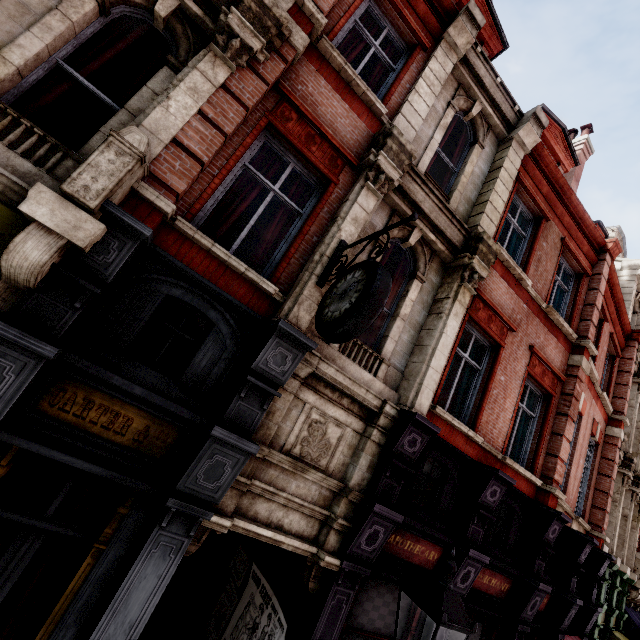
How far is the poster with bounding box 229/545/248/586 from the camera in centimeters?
657cm

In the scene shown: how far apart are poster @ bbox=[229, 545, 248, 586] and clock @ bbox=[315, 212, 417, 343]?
4.69m

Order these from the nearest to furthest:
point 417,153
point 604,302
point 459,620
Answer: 1. point 459,620
2. point 417,153
3. point 604,302

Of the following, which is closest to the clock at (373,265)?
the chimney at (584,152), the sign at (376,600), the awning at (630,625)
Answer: the sign at (376,600)

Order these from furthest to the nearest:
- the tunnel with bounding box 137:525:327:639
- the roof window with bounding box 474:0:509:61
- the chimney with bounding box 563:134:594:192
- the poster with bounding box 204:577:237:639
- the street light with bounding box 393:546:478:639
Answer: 1. the chimney with bounding box 563:134:594:192
2. the roof window with bounding box 474:0:509:61
3. the poster with bounding box 204:577:237:639
4. the tunnel with bounding box 137:525:327:639
5. the street light with bounding box 393:546:478:639

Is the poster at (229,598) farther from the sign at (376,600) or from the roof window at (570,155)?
the roof window at (570,155)

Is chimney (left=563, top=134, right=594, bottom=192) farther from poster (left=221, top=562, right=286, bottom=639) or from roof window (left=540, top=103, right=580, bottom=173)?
poster (left=221, top=562, right=286, bottom=639)

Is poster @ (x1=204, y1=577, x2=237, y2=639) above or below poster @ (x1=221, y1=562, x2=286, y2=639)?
below
